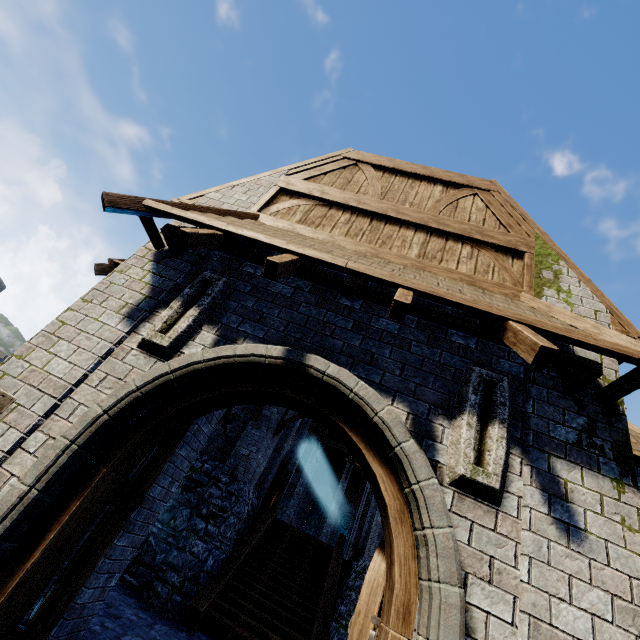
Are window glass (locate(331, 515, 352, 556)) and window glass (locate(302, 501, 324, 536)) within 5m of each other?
yes

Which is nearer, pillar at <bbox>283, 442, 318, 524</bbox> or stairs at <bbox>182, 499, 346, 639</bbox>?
stairs at <bbox>182, 499, 346, 639</bbox>

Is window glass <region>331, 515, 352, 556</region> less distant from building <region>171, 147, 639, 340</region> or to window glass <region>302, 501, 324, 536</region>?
building <region>171, 147, 639, 340</region>

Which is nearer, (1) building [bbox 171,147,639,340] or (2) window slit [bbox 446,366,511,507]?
(2) window slit [bbox 446,366,511,507]

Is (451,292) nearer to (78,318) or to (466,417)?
(466,417)

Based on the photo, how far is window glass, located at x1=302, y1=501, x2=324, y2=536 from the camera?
30.2 meters

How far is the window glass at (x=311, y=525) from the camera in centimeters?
3025cm

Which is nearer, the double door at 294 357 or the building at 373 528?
the double door at 294 357
